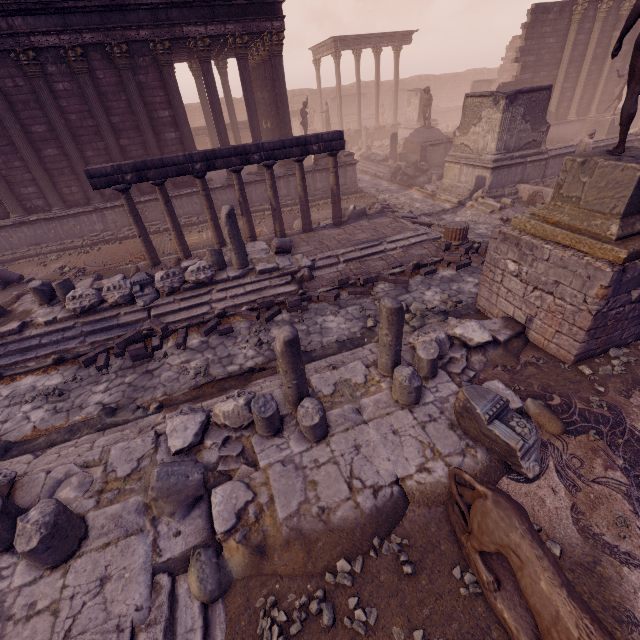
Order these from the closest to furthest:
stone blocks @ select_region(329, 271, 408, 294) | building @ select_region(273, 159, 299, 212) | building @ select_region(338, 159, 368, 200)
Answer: stone blocks @ select_region(329, 271, 408, 294)
building @ select_region(273, 159, 299, 212)
building @ select_region(338, 159, 368, 200)

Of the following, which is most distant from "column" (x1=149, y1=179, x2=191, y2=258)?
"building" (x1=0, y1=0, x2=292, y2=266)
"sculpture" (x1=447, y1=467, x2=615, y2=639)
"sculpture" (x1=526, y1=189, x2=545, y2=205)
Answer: "sculpture" (x1=526, y1=189, x2=545, y2=205)

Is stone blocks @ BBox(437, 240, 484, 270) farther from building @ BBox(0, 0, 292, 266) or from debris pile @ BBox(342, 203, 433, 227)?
building @ BBox(0, 0, 292, 266)

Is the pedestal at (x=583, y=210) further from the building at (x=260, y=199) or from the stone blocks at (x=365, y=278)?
the building at (x=260, y=199)

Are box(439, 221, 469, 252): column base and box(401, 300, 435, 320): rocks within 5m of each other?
yes

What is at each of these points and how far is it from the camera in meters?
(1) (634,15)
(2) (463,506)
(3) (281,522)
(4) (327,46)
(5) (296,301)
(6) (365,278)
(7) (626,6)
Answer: (1) sculpture, 4.4 m
(2) sculpture, 3.5 m
(3) building debris, 3.8 m
(4) entablature, 26.5 m
(5) stone blocks, 8.2 m
(6) stone blocks, 8.7 m
(7) column, 17.9 m

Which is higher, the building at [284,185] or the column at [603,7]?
the column at [603,7]

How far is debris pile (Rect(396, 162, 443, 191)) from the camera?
16.4m
